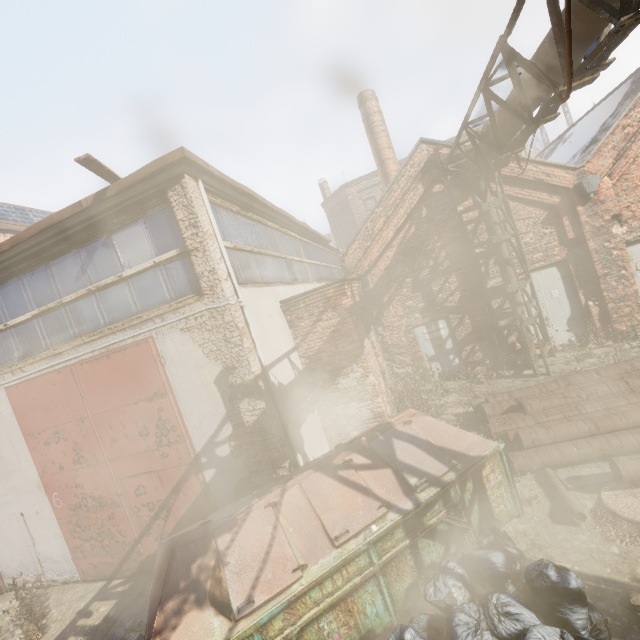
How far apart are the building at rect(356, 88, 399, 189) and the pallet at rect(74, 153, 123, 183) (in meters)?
13.26

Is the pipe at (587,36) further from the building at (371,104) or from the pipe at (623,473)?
the building at (371,104)

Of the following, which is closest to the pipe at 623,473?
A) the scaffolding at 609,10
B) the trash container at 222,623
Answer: the trash container at 222,623

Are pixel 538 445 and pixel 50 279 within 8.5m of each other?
no

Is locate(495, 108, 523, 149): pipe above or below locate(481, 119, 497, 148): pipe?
below

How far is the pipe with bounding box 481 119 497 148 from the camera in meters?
6.6

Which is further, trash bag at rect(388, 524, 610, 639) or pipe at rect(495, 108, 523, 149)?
pipe at rect(495, 108, 523, 149)

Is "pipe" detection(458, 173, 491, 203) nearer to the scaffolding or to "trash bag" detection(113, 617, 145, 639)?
the scaffolding
